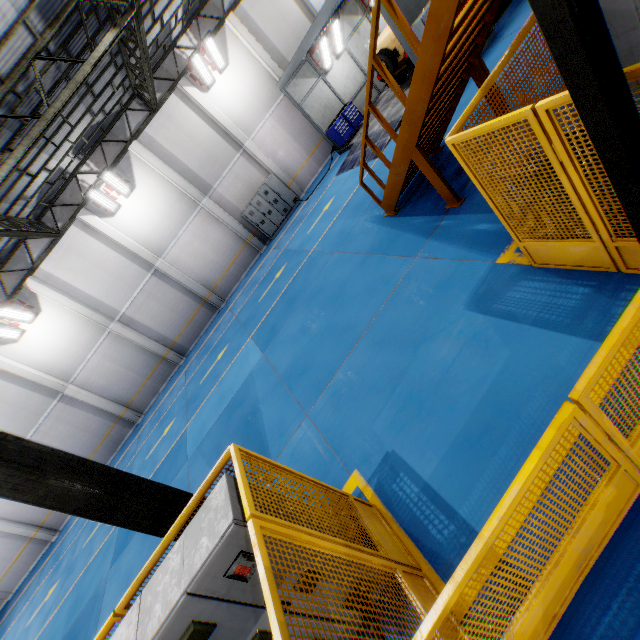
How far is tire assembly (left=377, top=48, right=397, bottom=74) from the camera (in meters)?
13.21

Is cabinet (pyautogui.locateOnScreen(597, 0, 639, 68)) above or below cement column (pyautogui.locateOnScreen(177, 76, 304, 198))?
below

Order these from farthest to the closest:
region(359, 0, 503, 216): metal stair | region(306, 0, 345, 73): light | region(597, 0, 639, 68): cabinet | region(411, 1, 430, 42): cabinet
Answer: region(306, 0, 345, 73): light < region(411, 1, 430, 42): cabinet < region(359, 0, 503, 216): metal stair < region(597, 0, 639, 68): cabinet

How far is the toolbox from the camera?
16.3 meters

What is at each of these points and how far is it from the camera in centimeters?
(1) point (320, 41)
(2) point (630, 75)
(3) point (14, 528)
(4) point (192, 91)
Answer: (1) light, 1488cm
(2) metal panel, 207cm
(3) cement column, 1692cm
(4) cement column, 1579cm

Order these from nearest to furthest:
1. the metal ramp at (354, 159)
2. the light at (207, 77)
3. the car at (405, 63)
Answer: the car at (405, 63) < the metal ramp at (354, 159) < the light at (207, 77)

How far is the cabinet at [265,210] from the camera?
17.7m

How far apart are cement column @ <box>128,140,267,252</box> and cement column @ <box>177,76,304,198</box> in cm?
324
